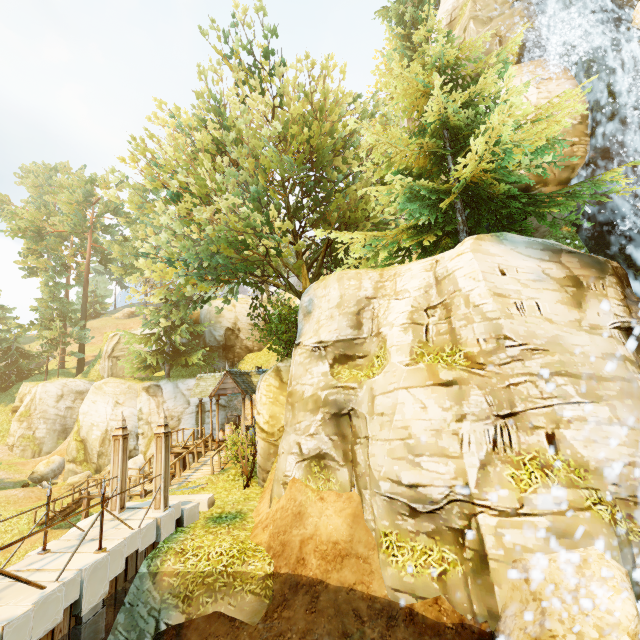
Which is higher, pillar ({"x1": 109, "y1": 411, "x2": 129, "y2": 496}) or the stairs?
pillar ({"x1": 109, "y1": 411, "x2": 129, "y2": 496})

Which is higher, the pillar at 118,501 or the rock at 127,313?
the rock at 127,313

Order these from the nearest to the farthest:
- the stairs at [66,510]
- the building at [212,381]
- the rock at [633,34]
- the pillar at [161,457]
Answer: the pillar at [161,457] < the rock at [633,34] < the stairs at [66,510] < the building at [212,381]

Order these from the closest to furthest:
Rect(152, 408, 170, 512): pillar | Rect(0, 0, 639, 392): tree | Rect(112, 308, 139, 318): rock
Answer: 1. Rect(152, 408, 170, 512): pillar
2. Rect(0, 0, 639, 392): tree
3. Rect(112, 308, 139, 318): rock

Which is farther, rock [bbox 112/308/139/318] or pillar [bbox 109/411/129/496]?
rock [bbox 112/308/139/318]

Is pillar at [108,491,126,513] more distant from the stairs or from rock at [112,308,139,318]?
rock at [112,308,139,318]

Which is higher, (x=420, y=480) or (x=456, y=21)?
(x=456, y=21)

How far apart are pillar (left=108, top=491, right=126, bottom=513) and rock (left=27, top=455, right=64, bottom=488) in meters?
22.5
